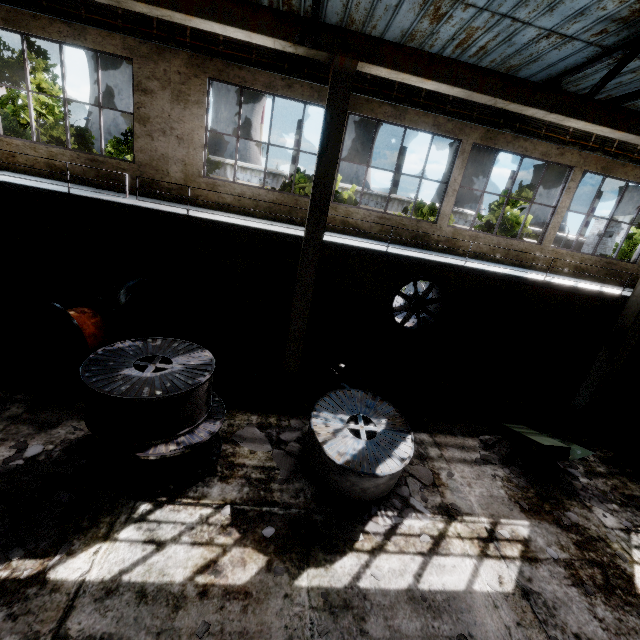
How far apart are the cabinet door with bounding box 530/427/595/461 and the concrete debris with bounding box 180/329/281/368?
6.7m

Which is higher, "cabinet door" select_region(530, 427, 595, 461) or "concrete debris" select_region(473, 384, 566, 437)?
"cabinet door" select_region(530, 427, 595, 461)

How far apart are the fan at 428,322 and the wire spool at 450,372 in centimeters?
153cm

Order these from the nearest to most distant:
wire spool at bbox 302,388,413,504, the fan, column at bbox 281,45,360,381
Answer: wire spool at bbox 302,388,413,504, column at bbox 281,45,360,381, the fan

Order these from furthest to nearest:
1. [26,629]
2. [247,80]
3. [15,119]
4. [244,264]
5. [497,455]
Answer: [15,119], [244,264], [247,80], [497,455], [26,629]

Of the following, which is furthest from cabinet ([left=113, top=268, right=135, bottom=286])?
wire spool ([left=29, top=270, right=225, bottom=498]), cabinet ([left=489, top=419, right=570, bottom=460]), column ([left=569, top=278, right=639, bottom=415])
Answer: column ([left=569, top=278, right=639, bottom=415])

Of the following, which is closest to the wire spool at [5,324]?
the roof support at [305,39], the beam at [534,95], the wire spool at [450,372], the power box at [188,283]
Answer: the power box at [188,283]

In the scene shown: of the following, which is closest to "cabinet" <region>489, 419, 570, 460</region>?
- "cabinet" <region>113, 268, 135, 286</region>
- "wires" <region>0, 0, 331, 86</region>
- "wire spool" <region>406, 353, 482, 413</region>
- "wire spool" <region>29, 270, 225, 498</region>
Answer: "wire spool" <region>406, 353, 482, 413</region>
